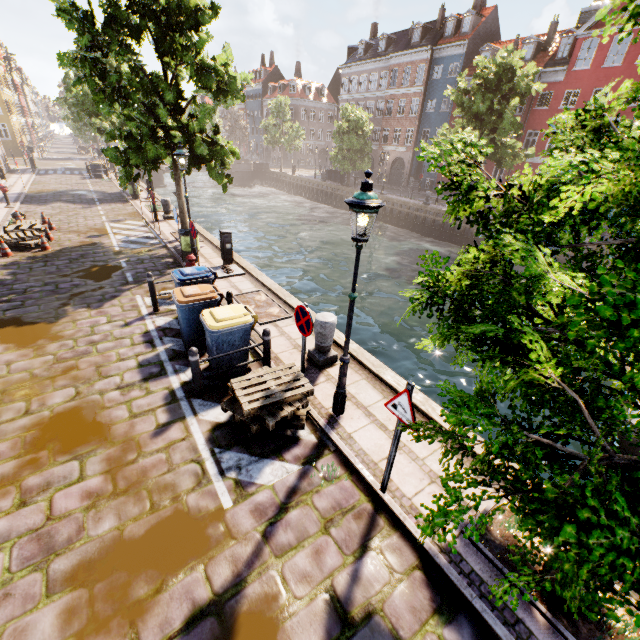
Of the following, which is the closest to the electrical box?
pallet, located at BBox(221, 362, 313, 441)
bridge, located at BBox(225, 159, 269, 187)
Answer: pallet, located at BBox(221, 362, 313, 441)

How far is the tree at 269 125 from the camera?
43.91m

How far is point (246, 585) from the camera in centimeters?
358cm

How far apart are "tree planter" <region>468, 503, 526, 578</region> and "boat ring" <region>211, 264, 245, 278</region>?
9.5m

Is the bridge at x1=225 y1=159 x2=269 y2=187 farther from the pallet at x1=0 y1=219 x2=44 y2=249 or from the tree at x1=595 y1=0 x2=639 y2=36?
the pallet at x1=0 y1=219 x2=44 y2=249

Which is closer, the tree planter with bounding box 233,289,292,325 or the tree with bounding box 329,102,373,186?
the tree planter with bounding box 233,289,292,325

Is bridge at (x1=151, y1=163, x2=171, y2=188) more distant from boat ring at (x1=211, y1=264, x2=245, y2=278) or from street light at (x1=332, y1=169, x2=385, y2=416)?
boat ring at (x1=211, y1=264, x2=245, y2=278)

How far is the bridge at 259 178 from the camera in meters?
47.2 m
